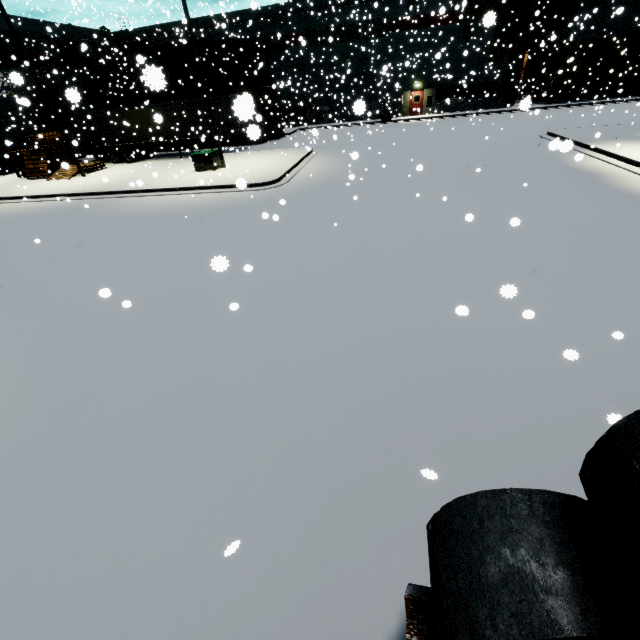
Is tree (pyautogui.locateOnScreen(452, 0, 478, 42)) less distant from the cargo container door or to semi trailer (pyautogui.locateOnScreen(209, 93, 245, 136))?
semi trailer (pyautogui.locateOnScreen(209, 93, 245, 136))

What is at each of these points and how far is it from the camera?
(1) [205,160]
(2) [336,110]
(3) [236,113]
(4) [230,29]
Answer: (1) electrical box, 19.6m
(2) roll-up door, 37.8m
(3) semi trailer, 2.5m
(4) building, 34.9m

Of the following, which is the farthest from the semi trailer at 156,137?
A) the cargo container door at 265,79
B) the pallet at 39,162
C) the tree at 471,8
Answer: the tree at 471,8

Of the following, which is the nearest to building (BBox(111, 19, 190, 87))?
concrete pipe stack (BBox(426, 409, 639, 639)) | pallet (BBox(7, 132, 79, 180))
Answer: pallet (BBox(7, 132, 79, 180))

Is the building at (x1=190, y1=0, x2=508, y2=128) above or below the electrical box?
above

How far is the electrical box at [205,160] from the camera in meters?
19.5

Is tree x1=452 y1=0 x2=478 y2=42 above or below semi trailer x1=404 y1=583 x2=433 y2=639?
above

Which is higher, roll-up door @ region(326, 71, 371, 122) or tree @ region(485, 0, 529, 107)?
tree @ region(485, 0, 529, 107)
